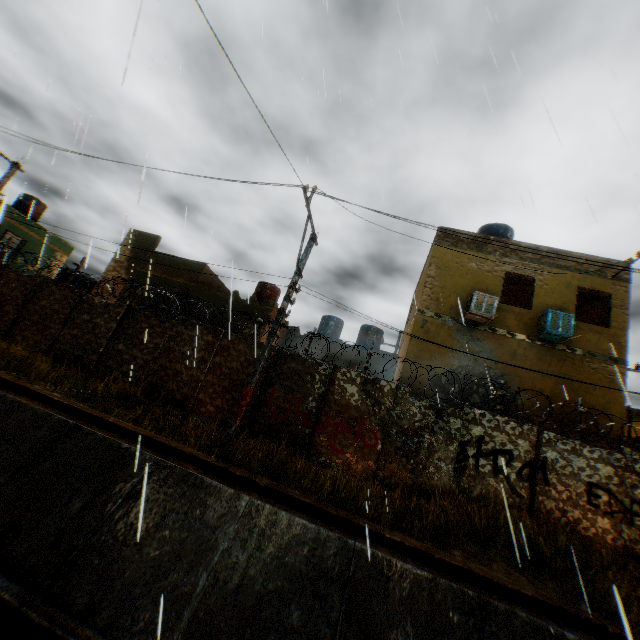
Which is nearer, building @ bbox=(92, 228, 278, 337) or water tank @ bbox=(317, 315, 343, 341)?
building @ bbox=(92, 228, 278, 337)

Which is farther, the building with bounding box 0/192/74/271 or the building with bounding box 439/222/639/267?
the building with bounding box 0/192/74/271

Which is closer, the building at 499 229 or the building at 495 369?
the building at 495 369

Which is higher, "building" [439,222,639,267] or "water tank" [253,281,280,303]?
"building" [439,222,639,267]

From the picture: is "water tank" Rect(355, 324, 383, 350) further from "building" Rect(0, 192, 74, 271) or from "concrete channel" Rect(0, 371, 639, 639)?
"concrete channel" Rect(0, 371, 639, 639)

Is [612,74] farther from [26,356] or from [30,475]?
[26,356]

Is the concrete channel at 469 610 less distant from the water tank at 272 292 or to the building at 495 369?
the building at 495 369
